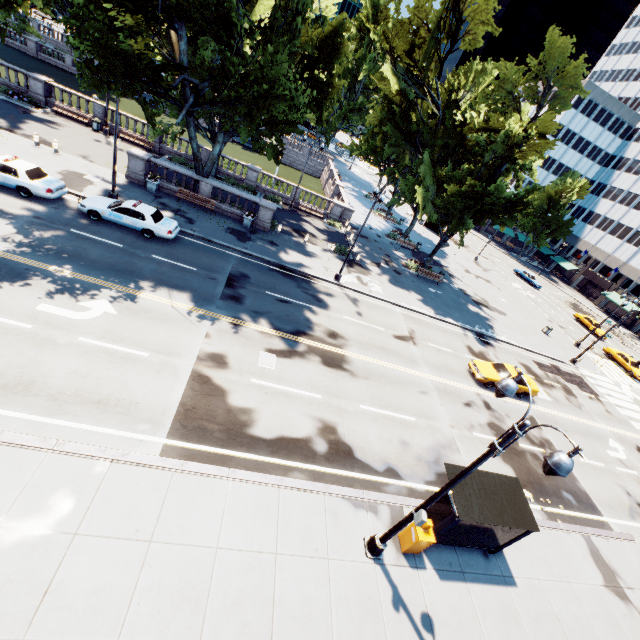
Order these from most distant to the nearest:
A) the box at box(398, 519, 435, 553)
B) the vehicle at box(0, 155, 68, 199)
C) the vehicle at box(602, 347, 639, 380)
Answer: the vehicle at box(602, 347, 639, 380), the vehicle at box(0, 155, 68, 199), the box at box(398, 519, 435, 553)

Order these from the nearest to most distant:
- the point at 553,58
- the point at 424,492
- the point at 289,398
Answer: the point at 424,492, the point at 289,398, the point at 553,58

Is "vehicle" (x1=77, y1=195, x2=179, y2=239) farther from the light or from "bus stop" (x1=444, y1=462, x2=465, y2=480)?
"bus stop" (x1=444, y1=462, x2=465, y2=480)

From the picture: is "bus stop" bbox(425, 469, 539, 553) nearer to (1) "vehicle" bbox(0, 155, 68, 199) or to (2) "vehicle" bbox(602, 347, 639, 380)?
(1) "vehicle" bbox(0, 155, 68, 199)

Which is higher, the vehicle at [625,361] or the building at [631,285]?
the building at [631,285]

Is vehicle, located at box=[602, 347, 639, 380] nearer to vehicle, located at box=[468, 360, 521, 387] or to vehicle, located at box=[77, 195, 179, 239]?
vehicle, located at box=[468, 360, 521, 387]

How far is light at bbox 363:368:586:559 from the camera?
5.8 meters

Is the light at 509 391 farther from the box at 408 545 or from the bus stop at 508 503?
the bus stop at 508 503
